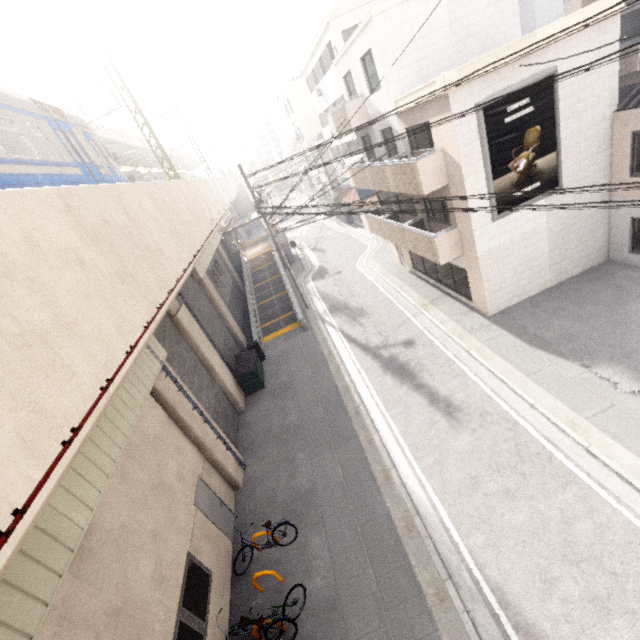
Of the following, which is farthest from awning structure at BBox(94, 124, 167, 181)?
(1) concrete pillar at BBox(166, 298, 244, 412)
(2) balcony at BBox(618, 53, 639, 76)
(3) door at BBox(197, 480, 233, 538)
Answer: (2) balcony at BBox(618, 53, 639, 76)

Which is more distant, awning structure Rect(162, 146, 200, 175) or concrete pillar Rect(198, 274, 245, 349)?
awning structure Rect(162, 146, 200, 175)

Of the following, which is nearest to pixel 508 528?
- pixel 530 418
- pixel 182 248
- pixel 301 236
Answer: pixel 530 418

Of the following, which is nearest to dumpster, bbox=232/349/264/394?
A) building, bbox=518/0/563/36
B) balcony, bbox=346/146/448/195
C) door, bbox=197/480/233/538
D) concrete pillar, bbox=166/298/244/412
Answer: concrete pillar, bbox=166/298/244/412

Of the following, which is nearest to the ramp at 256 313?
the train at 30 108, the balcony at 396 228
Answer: the balcony at 396 228

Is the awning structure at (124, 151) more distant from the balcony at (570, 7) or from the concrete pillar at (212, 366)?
the balcony at (570, 7)

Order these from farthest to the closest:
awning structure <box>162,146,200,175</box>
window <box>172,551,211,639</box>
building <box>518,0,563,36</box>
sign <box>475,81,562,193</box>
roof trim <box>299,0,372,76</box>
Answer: awning structure <box>162,146,200,175</box> → building <box>518,0,563,36</box> → roof trim <box>299,0,372,76</box> → sign <box>475,81,562,193</box> → window <box>172,551,211,639</box>

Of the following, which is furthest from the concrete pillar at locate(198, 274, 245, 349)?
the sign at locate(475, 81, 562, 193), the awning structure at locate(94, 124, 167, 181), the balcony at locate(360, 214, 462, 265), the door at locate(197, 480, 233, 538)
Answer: the sign at locate(475, 81, 562, 193)
